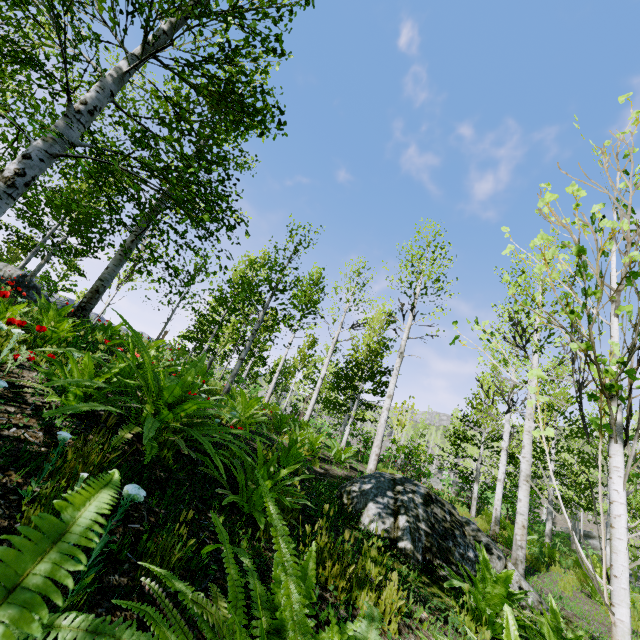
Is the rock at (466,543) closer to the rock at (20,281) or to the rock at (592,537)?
the rock at (20,281)

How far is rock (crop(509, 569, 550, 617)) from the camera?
4.65m

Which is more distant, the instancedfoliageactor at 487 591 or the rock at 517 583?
the rock at 517 583

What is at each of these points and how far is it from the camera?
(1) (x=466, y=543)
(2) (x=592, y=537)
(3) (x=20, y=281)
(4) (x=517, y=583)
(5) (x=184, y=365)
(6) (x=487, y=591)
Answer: (1) rock, 4.8m
(2) rock, 34.3m
(3) rock, 11.6m
(4) rock, 4.9m
(5) instancedfoliageactor, 10.3m
(6) instancedfoliageactor, 3.2m

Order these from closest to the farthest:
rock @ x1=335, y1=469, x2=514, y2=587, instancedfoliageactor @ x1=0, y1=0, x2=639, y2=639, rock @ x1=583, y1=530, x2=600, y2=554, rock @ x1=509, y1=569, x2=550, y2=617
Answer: instancedfoliageactor @ x1=0, y1=0, x2=639, y2=639
rock @ x1=335, y1=469, x2=514, y2=587
rock @ x1=509, y1=569, x2=550, y2=617
rock @ x1=583, y1=530, x2=600, y2=554

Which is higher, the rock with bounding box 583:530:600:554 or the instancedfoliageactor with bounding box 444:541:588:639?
the rock with bounding box 583:530:600:554

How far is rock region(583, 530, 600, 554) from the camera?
32.8 meters

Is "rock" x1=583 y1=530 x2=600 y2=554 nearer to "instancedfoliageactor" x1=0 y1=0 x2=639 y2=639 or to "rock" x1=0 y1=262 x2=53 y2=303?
"instancedfoliageactor" x1=0 y1=0 x2=639 y2=639
